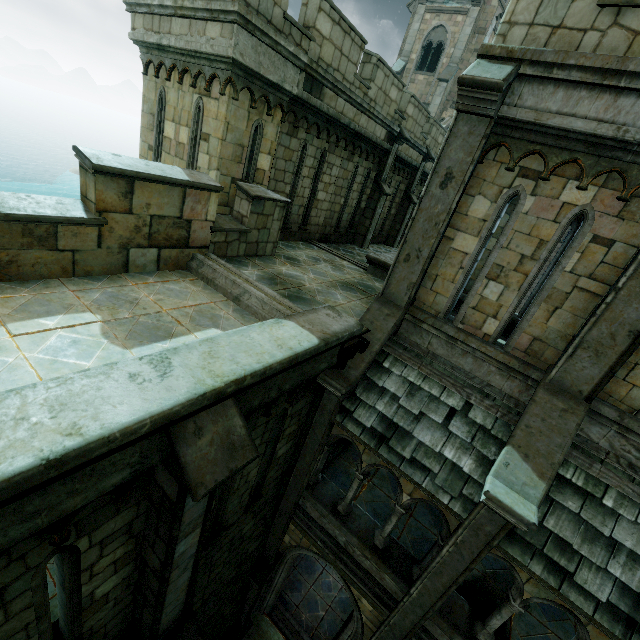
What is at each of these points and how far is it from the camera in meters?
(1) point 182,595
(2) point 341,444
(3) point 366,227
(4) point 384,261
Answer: (1) stone column, 4.7
(2) stair, 10.1
(3) stone column, 13.9
(4) wall trim, 9.8

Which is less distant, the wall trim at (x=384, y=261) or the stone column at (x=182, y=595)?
the stone column at (x=182, y=595)

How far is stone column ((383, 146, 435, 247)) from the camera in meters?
15.5

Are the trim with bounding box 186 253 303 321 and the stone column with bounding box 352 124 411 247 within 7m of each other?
no

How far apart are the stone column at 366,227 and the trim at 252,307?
8.39m

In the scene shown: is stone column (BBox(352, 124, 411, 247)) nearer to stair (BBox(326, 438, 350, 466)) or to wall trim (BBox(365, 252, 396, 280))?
wall trim (BBox(365, 252, 396, 280))

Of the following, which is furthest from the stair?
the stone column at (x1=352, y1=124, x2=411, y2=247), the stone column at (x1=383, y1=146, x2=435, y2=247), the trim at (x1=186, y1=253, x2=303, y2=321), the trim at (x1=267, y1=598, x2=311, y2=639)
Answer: the stone column at (x1=383, y1=146, x2=435, y2=247)

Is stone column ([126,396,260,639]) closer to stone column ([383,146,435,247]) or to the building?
the building
